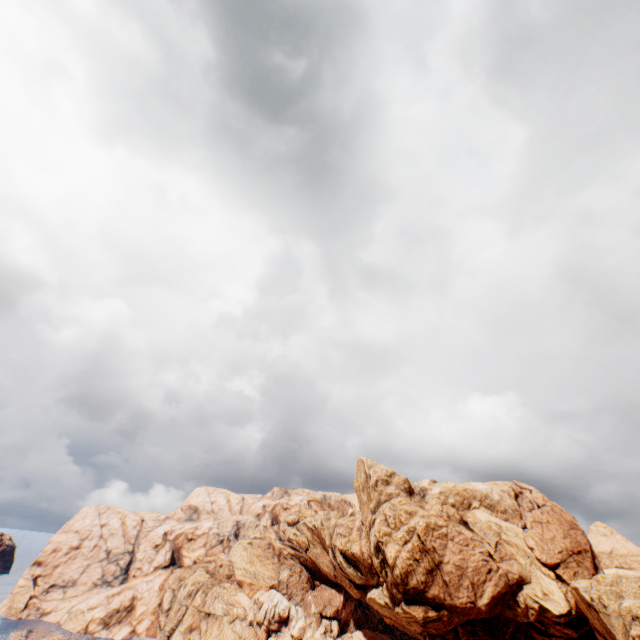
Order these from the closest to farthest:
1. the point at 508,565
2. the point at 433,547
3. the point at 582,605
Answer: the point at 582,605, the point at 433,547, the point at 508,565
